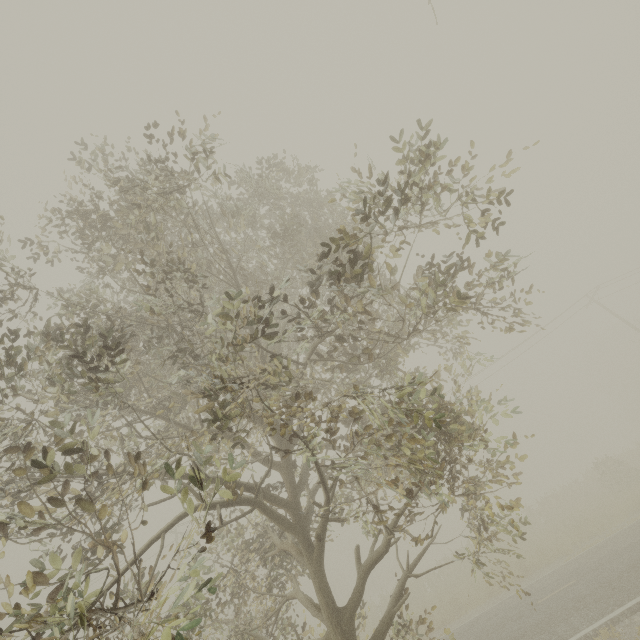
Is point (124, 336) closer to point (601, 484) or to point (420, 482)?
point (420, 482)
